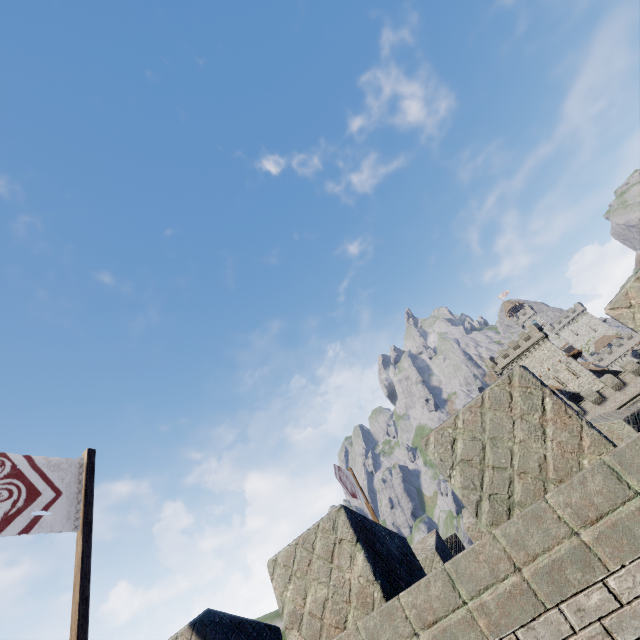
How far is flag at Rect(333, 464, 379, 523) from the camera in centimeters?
1260cm

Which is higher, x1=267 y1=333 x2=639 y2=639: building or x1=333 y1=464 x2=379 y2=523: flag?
x1=333 y1=464 x2=379 y2=523: flag

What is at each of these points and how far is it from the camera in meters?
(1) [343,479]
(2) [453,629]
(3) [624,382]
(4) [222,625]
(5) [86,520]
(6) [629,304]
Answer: (1) flag, 13.0 m
(2) building, 2.6 m
(3) building tower, 42.1 m
(4) building, 4.3 m
(5) flag, 5.9 m
(6) building, 3.2 m

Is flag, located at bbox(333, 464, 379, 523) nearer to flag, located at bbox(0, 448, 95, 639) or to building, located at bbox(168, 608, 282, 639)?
building, located at bbox(168, 608, 282, 639)

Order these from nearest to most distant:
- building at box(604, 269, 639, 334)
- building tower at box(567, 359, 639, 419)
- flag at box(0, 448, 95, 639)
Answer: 1. building at box(604, 269, 639, 334)
2. flag at box(0, 448, 95, 639)
3. building tower at box(567, 359, 639, 419)

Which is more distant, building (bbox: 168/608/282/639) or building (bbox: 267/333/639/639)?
building (bbox: 168/608/282/639)

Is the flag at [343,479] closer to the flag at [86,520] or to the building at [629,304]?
the building at [629,304]

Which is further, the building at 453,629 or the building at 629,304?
the building at 629,304
